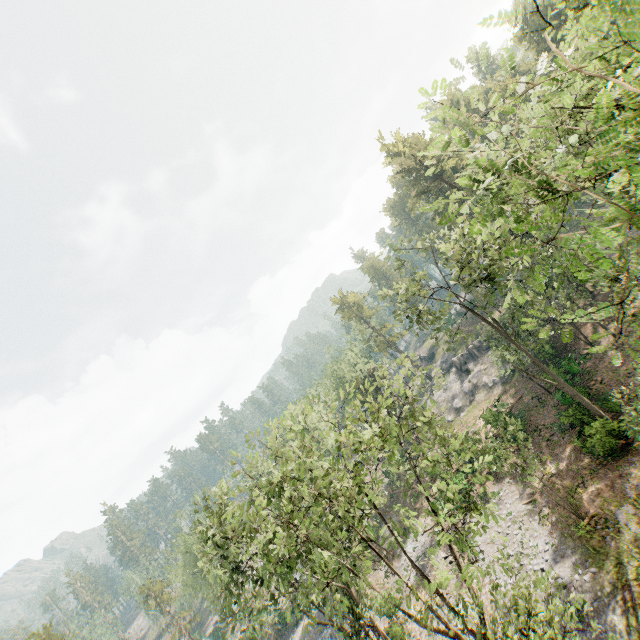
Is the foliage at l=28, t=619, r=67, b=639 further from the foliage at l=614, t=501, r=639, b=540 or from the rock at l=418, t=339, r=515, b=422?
the foliage at l=614, t=501, r=639, b=540

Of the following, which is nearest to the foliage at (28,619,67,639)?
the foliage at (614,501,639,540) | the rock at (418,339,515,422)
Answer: the rock at (418,339,515,422)

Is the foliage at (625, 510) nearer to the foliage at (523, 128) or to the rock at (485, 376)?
the foliage at (523, 128)

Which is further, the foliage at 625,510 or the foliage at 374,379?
the foliage at 625,510

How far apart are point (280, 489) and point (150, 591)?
65.8 meters
